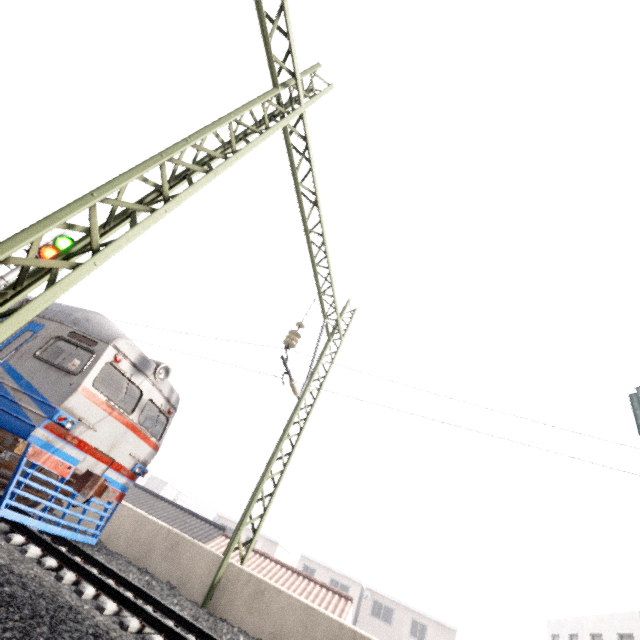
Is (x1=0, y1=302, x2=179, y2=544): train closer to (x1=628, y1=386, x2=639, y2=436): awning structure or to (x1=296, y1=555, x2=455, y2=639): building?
(x1=628, y1=386, x2=639, y2=436): awning structure

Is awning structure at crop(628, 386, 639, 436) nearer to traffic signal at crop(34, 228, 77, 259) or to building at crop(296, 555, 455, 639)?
traffic signal at crop(34, 228, 77, 259)

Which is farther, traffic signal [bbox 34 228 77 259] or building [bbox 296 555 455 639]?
building [bbox 296 555 455 639]

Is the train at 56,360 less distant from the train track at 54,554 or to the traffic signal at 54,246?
the train track at 54,554

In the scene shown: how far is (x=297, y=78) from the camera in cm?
644

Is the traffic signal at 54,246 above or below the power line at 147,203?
above

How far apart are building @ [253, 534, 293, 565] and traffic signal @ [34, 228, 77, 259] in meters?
41.5

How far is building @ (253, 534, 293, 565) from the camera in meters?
38.9
